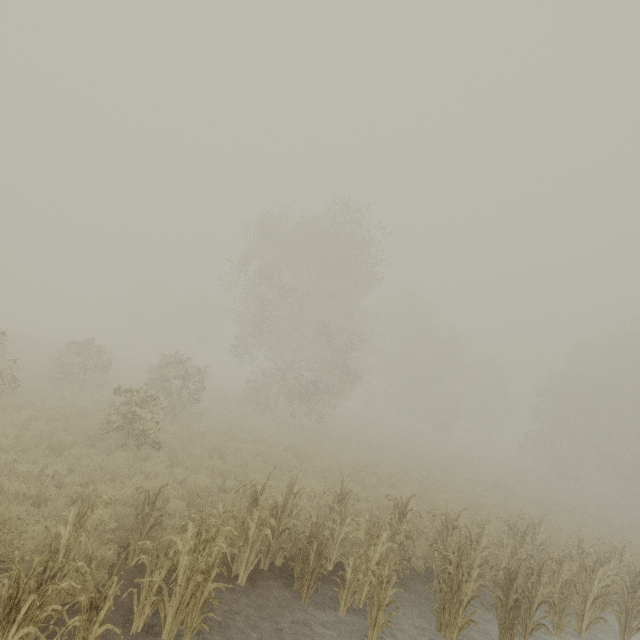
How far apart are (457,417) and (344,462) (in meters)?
45.25
